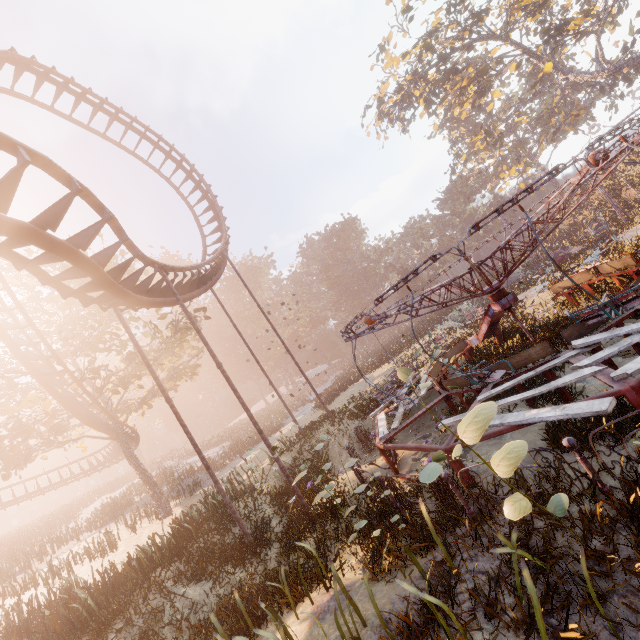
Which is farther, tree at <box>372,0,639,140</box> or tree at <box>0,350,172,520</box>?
tree at <box>372,0,639,140</box>

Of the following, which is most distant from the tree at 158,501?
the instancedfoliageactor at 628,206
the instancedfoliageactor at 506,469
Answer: the instancedfoliageactor at 628,206

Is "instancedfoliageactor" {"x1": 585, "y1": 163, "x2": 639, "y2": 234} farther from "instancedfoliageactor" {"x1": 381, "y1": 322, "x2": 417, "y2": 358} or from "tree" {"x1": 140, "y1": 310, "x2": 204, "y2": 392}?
"tree" {"x1": 140, "y1": 310, "x2": 204, "y2": 392}

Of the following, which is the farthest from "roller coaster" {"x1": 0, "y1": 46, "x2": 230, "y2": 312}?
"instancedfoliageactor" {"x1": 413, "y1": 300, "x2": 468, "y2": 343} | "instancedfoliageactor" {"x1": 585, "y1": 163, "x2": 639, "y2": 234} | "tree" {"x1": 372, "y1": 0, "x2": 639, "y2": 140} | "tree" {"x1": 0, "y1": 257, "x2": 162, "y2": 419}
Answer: "instancedfoliageactor" {"x1": 585, "y1": 163, "x2": 639, "y2": 234}

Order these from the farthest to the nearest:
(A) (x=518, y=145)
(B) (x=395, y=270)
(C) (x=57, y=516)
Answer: (B) (x=395, y=270)
(A) (x=518, y=145)
(C) (x=57, y=516)

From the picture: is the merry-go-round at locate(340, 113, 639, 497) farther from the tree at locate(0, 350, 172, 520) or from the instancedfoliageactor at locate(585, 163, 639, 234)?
the instancedfoliageactor at locate(585, 163, 639, 234)

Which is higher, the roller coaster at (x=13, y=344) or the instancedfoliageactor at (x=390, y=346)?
the roller coaster at (x=13, y=344)

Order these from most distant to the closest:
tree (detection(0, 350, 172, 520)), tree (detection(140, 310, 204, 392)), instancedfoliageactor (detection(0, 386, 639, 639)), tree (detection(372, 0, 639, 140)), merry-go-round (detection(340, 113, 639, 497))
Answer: tree (detection(372, 0, 639, 140))
tree (detection(140, 310, 204, 392))
tree (detection(0, 350, 172, 520))
merry-go-round (detection(340, 113, 639, 497))
instancedfoliageactor (detection(0, 386, 639, 639))
